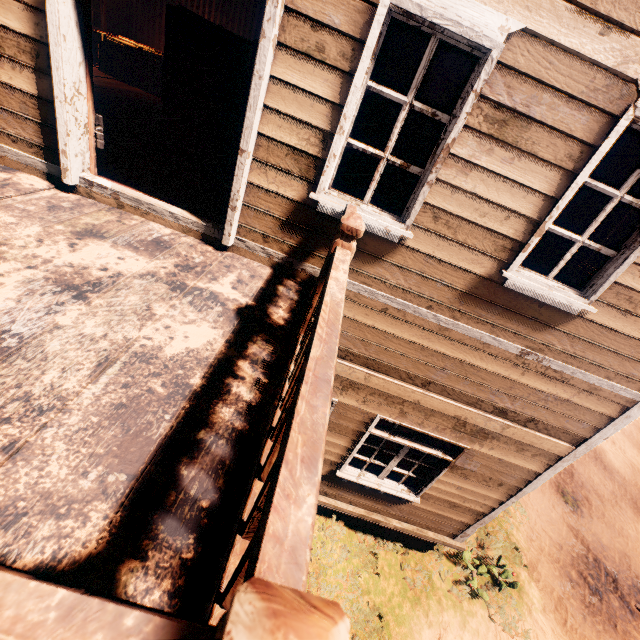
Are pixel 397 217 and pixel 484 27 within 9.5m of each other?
yes

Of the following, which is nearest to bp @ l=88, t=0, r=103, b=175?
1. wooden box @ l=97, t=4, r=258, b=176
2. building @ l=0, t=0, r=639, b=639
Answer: building @ l=0, t=0, r=639, b=639

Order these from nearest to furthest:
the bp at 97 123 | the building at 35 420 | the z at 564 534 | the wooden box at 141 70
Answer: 1. the building at 35 420
2. the bp at 97 123
3. the wooden box at 141 70
4. the z at 564 534

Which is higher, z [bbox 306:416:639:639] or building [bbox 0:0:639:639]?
building [bbox 0:0:639:639]

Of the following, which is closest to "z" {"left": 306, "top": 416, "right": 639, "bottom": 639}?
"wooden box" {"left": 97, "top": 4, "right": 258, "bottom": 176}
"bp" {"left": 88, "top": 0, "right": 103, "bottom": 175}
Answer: "bp" {"left": 88, "top": 0, "right": 103, "bottom": 175}

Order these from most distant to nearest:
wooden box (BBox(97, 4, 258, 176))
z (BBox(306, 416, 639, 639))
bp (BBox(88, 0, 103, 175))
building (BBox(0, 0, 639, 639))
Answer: z (BBox(306, 416, 639, 639)) < wooden box (BBox(97, 4, 258, 176)) < bp (BBox(88, 0, 103, 175)) < building (BBox(0, 0, 639, 639))

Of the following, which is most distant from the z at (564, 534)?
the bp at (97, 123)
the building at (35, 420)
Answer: the bp at (97, 123)
